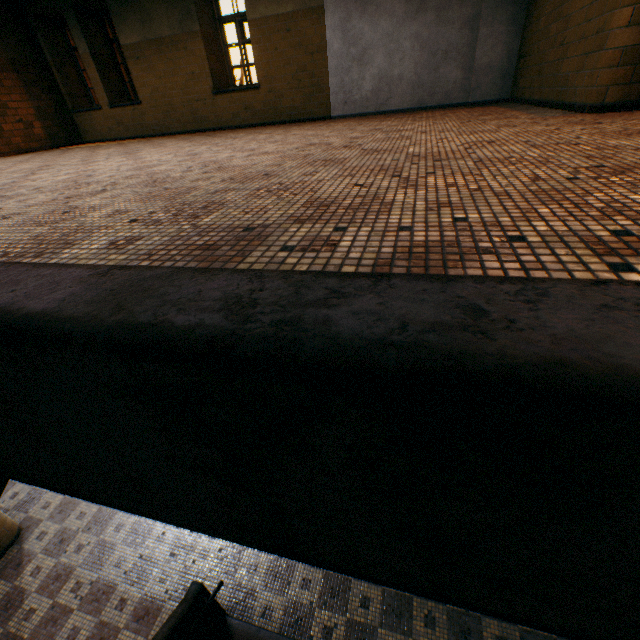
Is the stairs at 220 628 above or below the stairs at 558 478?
below

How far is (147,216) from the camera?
1.6m

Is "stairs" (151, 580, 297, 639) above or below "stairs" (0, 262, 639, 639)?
below

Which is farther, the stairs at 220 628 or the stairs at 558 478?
the stairs at 220 628

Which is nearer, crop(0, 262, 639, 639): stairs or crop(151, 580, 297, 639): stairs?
crop(0, 262, 639, 639): stairs
